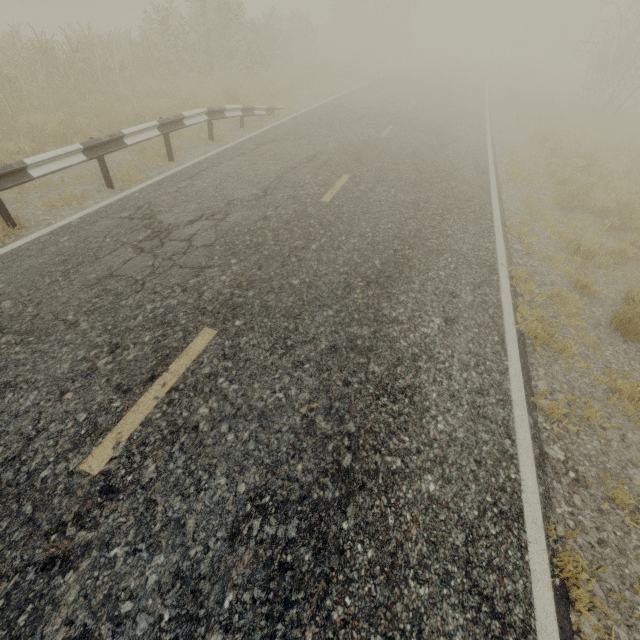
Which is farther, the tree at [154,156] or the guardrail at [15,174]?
the tree at [154,156]

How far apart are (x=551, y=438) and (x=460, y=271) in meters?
2.9

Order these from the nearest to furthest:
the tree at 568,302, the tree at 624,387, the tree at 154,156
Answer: the tree at 624,387 → the tree at 568,302 → the tree at 154,156

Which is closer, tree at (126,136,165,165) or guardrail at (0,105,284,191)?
guardrail at (0,105,284,191)

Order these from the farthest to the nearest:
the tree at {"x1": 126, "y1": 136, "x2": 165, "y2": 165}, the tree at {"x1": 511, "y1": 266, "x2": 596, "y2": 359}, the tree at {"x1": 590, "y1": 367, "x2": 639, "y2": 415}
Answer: the tree at {"x1": 126, "y1": 136, "x2": 165, "y2": 165} → the tree at {"x1": 511, "y1": 266, "x2": 596, "y2": 359} → the tree at {"x1": 590, "y1": 367, "x2": 639, "y2": 415}

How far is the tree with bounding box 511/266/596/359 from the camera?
4.50m

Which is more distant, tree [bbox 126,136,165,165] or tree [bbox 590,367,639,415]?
tree [bbox 126,136,165,165]
